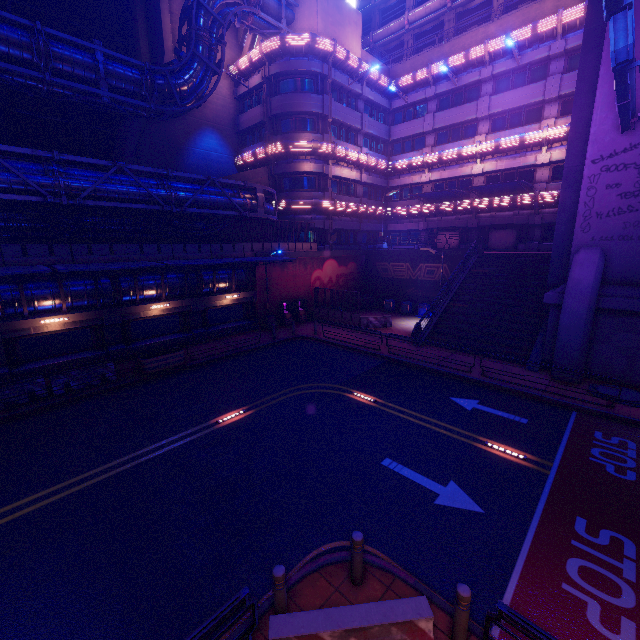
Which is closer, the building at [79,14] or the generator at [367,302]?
the generator at [367,302]

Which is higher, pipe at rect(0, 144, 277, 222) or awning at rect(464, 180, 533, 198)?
awning at rect(464, 180, 533, 198)

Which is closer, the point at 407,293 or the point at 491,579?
the point at 491,579

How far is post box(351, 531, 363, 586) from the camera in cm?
594

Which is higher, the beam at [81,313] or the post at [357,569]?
the beam at [81,313]

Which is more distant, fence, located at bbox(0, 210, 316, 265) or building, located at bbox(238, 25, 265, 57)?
building, located at bbox(238, 25, 265, 57)

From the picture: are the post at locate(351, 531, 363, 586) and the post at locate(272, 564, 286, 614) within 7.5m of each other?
yes

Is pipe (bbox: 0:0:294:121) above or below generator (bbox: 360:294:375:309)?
above
